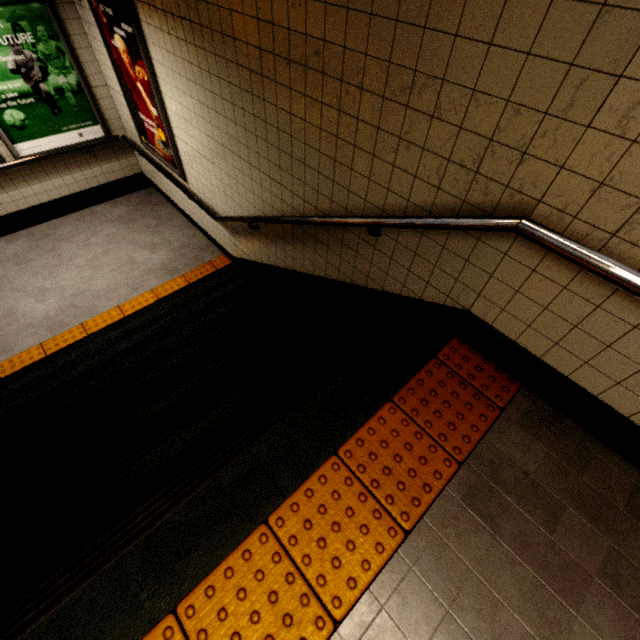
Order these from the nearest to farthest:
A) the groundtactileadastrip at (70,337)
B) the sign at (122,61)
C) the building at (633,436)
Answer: the building at (633,436) → the sign at (122,61) → the groundtactileadastrip at (70,337)

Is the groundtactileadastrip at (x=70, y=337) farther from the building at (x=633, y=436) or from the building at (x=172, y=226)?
the building at (x=633, y=436)

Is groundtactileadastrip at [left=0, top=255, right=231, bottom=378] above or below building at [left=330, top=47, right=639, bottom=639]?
below

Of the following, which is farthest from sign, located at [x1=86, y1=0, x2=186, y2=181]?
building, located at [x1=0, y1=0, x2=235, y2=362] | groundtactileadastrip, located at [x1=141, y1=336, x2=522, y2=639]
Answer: groundtactileadastrip, located at [x1=141, y1=336, x2=522, y2=639]

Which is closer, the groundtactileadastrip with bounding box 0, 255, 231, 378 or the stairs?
the stairs

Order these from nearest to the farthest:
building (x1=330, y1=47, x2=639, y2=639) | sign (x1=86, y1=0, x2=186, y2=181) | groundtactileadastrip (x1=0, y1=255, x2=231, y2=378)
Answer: building (x1=330, y1=47, x2=639, y2=639) → sign (x1=86, y1=0, x2=186, y2=181) → groundtactileadastrip (x1=0, y1=255, x2=231, y2=378)

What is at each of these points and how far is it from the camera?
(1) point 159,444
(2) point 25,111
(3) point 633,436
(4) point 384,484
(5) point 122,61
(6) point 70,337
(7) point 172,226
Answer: (1) stairs, 1.9 meters
(2) sign, 4.3 meters
(3) building, 1.7 meters
(4) groundtactileadastrip, 1.6 meters
(5) sign, 3.8 meters
(6) groundtactileadastrip, 3.9 meters
(7) building, 5.4 meters

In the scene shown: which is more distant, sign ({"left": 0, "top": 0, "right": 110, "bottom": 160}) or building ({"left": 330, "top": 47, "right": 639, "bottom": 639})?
sign ({"left": 0, "top": 0, "right": 110, "bottom": 160})
